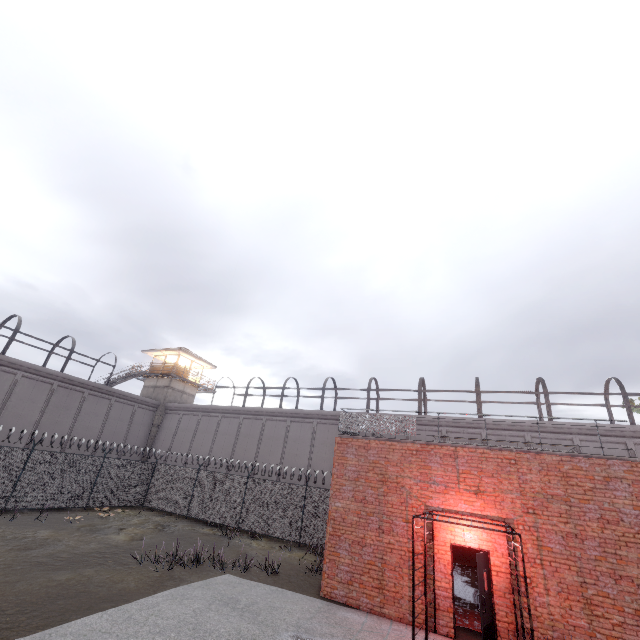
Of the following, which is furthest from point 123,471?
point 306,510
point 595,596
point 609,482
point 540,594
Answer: point 609,482

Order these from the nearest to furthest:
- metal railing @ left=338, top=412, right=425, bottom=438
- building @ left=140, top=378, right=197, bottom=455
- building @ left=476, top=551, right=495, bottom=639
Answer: building @ left=476, top=551, right=495, bottom=639 < metal railing @ left=338, top=412, right=425, bottom=438 < building @ left=140, top=378, right=197, bottom=455

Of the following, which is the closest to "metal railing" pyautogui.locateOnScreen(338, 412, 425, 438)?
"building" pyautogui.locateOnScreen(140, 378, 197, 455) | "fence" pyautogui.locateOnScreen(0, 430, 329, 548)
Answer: "fence" pyautogui.locateOnScreen(0, 430, 329, 548)

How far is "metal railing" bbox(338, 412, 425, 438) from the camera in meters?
11.7 m

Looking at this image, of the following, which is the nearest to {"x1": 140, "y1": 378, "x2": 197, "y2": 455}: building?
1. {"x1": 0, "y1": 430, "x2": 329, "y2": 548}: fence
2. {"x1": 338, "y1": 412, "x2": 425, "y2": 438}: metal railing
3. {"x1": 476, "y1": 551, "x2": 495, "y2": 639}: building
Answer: {"x1": 0, "y1": 430, "x2": 329, "y2": 548}: fence

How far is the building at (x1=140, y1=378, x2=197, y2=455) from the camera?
32.6 meters

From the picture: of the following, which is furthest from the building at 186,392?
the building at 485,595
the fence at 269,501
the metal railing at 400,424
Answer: the building at 485,595

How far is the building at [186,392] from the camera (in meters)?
32.59
